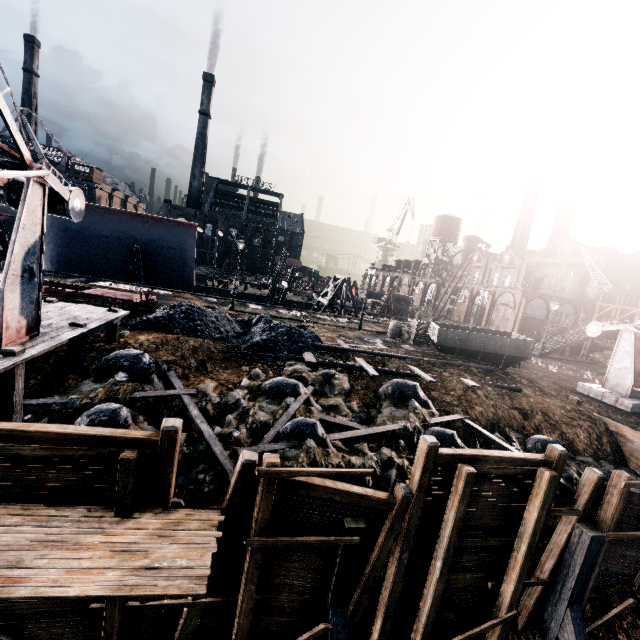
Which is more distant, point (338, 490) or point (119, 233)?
point (119, 233)

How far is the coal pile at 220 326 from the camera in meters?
16.0

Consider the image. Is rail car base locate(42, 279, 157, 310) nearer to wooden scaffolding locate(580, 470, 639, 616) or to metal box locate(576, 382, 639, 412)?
wooden scaffolding locate(580, 470, 639, 616)

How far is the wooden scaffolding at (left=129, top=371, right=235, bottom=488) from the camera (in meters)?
8.71

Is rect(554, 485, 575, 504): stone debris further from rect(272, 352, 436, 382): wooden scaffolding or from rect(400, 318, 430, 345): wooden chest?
rect(400, 318, 430, 345): wooden chest

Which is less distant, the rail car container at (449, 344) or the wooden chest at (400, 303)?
the rail car container at (449, 344)

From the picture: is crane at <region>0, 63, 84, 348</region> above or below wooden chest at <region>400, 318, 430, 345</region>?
above

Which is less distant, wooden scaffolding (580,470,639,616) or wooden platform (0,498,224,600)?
wooden platform (0,498,224,600)
